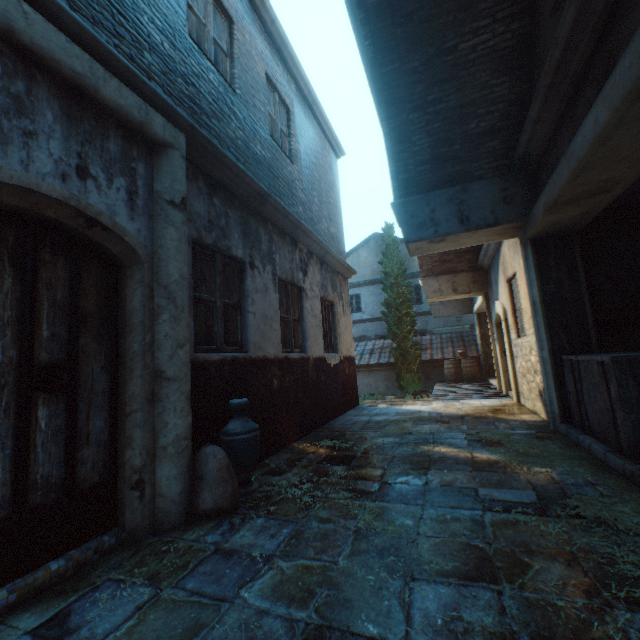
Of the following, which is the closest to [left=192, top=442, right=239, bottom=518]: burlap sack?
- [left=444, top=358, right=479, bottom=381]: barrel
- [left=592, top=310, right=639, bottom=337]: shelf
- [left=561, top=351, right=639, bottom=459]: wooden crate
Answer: [left=561, top=351, right=639, bottom=459]: wooden crate

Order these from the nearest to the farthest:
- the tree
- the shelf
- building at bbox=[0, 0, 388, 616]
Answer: building at bbox=[0, 0, 388, 616] → the shelf → the tree

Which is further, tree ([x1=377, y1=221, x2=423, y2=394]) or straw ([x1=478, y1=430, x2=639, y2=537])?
tree ([x1=377, y1=221, x2=423, y2=394])

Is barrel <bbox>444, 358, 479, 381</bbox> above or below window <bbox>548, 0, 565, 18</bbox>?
below

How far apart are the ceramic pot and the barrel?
12.19m

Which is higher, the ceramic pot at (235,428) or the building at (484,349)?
the building at (484,349)

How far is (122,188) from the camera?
2.75m

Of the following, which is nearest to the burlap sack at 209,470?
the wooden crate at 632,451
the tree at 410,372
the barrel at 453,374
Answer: the wooden crate at 632,451
